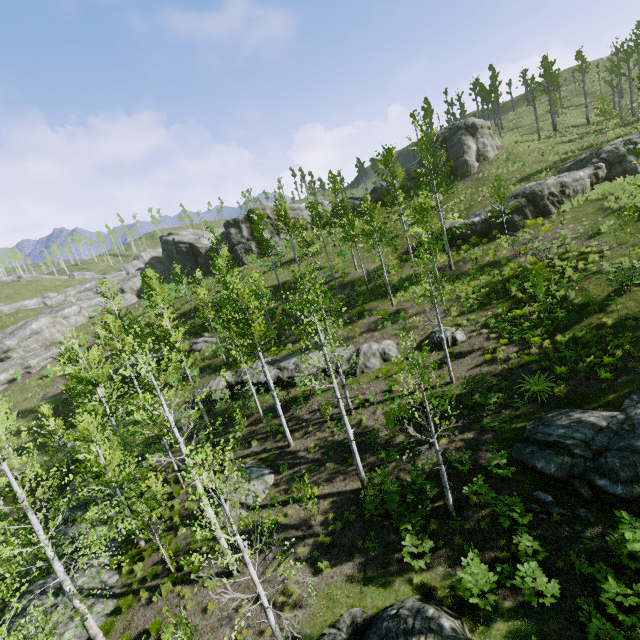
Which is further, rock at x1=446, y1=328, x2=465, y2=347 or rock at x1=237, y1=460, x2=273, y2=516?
rock at x1=446, y1=328, x2=465, y2=347

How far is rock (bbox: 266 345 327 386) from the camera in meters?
23.0 m

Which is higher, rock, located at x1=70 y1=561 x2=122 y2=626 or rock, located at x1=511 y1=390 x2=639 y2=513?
rock, located at x1=511 y1=390 x2=639 y2=513

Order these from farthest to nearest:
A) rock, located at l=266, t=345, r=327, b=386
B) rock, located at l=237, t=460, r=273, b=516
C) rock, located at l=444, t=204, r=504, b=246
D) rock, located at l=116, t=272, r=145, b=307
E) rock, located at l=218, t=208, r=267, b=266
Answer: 1. rock, located at l=116, t=272, r=145, b=307
2. rock, located at l=218, t=208, r=267, b=266
3. rock, located at l=444, t=204, r=504, b=246
4. rock, located at l=266, t=345, r=327, b=386
5. rock, located at l=237, t=460, r=273, b=516

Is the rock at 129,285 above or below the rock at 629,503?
above

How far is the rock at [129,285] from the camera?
55.6m

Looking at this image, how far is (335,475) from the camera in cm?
1545

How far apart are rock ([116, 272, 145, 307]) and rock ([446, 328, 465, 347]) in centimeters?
5300cm
